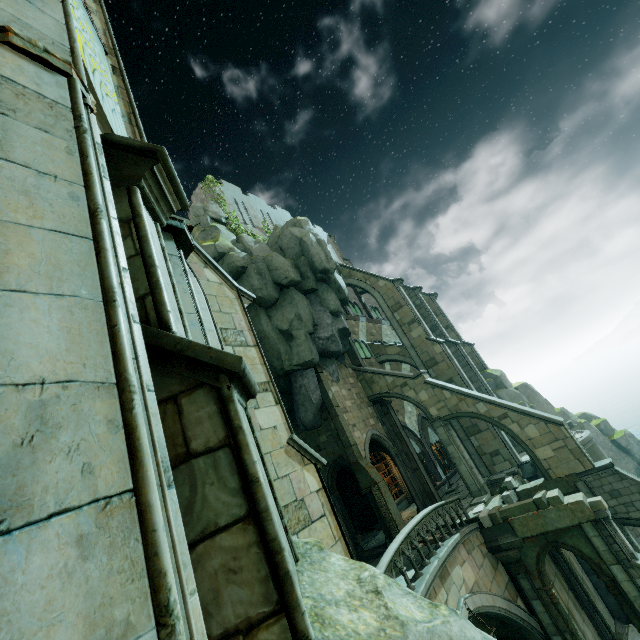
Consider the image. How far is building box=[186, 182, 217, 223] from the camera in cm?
2849

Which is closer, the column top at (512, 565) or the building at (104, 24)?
the building at (104, 24)

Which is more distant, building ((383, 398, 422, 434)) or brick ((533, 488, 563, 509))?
building ((383, 398, 422, 434))

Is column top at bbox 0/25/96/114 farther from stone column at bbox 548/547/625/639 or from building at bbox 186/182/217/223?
building at bbox 186/182/217/223

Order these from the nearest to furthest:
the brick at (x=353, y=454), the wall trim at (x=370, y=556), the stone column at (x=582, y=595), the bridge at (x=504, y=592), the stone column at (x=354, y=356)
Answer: the bridge at (x=504, y=592)
the stone column at (x=582, y=595)
the wall trim at (x=370, y=556)
the brick at (x=353, y=454)
the stone column at (x=354, y=356)

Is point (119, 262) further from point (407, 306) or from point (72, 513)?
point (407, 306)

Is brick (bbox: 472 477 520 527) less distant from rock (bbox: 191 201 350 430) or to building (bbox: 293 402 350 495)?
building (bbox: 293 402 350 495)

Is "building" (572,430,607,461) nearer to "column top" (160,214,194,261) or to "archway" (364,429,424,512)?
"archway" (364,429,424,512)
